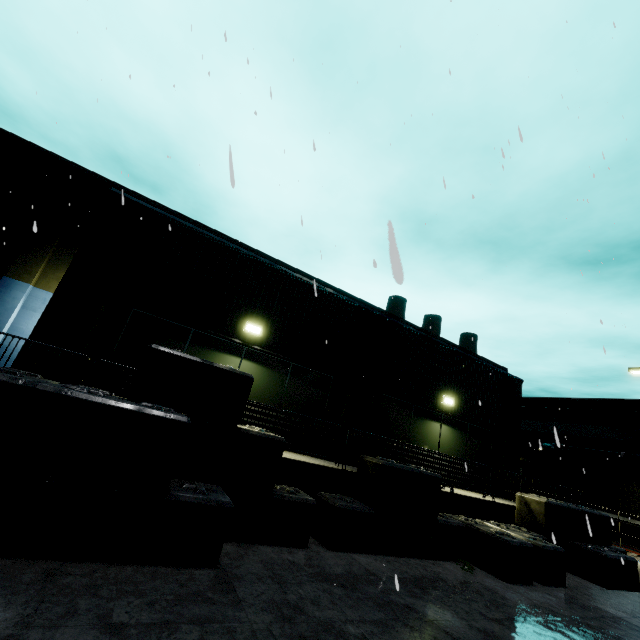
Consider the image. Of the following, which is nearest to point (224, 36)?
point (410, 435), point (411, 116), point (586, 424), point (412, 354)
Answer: point (411, 116)

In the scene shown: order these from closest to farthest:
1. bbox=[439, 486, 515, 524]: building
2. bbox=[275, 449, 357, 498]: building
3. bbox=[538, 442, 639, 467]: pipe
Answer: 1. bbox=[275, 449, 357, 498]: building
2. bbox=[439, 486, 515, 524]: building
3. bbox=[538, 442, 639, 467]: pipe

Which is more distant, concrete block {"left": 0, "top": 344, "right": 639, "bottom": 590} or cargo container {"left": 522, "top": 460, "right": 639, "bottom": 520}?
cargo container {"left": 522, "top": 460, "right": 639, "bottom": 520}

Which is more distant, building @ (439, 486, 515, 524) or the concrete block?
building @ (439, 486, 515, 524)

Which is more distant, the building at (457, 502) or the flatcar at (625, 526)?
the flatcar at (625, 526)

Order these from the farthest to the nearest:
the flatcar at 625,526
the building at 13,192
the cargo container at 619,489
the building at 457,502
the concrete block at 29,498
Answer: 1. the cargo container at 619,489
2. the flatcar at 625,526
3. the building at 457,502
4. the building at 13,192
5. the concrete block at 29,498

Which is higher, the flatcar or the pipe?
the pipe

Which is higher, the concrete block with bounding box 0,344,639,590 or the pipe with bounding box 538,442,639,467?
the pipe with bounding box 538,442,639,467
